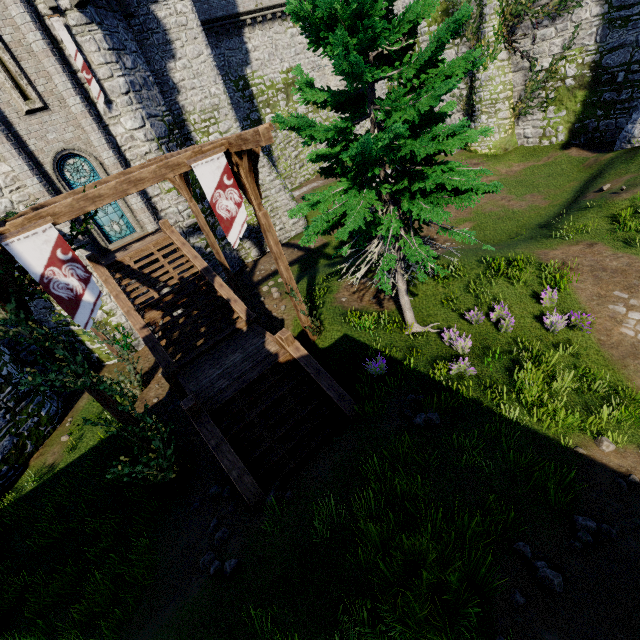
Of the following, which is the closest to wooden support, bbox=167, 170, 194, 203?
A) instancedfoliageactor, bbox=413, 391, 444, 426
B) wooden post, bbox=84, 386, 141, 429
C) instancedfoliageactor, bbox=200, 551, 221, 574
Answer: wooden post, bbox=84, 386, 141, 429

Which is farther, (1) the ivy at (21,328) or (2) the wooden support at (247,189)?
(2) the wooden support at (247,189)

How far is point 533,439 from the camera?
6.6m

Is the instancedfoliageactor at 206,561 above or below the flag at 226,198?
below

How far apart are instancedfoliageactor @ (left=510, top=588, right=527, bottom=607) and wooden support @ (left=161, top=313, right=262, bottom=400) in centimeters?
919cm

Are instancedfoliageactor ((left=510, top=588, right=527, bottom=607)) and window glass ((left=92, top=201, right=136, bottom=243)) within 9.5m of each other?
no

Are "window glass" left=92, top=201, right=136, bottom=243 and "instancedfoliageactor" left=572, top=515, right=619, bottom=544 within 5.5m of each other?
no

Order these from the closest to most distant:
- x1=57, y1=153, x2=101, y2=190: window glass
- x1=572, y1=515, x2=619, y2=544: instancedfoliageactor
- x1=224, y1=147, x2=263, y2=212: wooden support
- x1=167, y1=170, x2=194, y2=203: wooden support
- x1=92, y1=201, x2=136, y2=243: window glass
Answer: x1=572, y1=515, x2=619, y2=544: instancedfoliageactor, x1=224, y1=147, x2=263, y2=212: wooden support, x1=167, y1=170, x2=194, y2=203: wooden support, x1=57, y1=153, x2=101, y2=190: window glass, x1=92, y1=201, x2=136, y2=243: window glass
